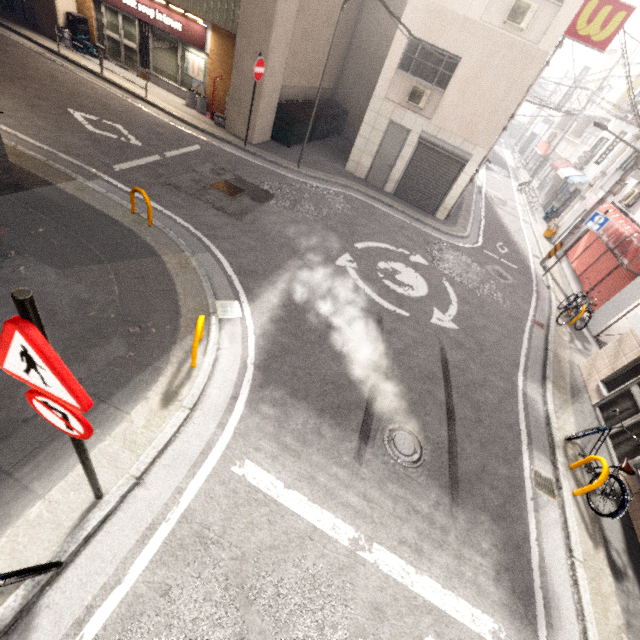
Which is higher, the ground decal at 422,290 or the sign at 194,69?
the sign at 194,69

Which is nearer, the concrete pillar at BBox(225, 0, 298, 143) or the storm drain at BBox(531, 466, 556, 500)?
the storm drain at BBox(531, 466, 556, 500)

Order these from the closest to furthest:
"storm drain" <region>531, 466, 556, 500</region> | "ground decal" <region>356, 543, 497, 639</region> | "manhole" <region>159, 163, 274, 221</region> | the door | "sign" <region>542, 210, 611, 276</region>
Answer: "ground decal" <region>356, 543, 497, 639</region>
"storm drain" <region>531, 466, 556, 500</region>
"manhole" <region>159, 163, 274, 221</region>
"sign" <region>542, 210, 611, 276</region>
the door

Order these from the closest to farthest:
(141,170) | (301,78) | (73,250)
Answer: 1. (73,250)
2. (141,170)
3. (301,78)

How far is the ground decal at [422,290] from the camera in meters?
9.0

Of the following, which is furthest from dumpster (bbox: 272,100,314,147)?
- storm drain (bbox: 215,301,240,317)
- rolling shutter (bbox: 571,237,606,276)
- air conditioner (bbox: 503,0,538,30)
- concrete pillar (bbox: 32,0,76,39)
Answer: rolling shutter (bbox: 571,237,606,276)

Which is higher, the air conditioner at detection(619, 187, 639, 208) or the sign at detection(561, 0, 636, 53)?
the sign at detection(561, 0, 636, 53)

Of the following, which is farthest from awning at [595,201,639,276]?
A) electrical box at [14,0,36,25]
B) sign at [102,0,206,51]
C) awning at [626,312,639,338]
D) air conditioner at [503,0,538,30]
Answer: electrical box at [14,0,36,25]
